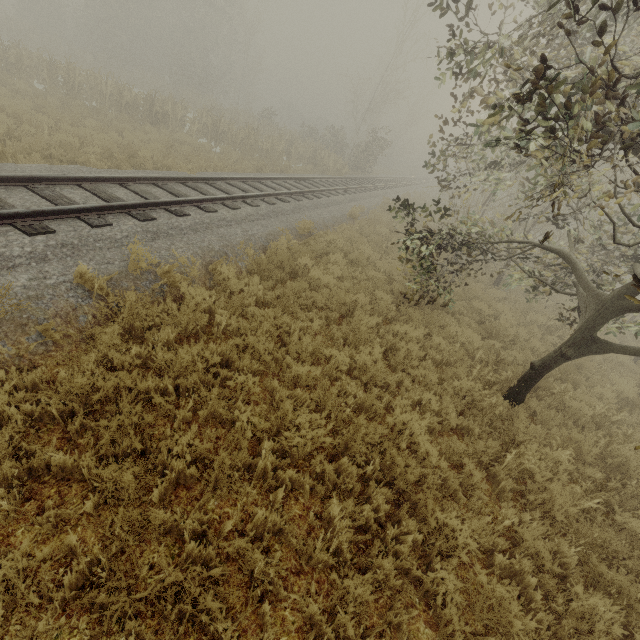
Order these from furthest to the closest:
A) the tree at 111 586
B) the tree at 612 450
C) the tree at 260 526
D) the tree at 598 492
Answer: the tree at 612 450 → the tree at 598 492 → the tree at 260 526 → the tree at 111 586

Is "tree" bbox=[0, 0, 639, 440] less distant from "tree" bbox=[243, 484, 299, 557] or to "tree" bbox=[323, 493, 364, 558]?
"tree" bbox=[323, 493, 364, 558]

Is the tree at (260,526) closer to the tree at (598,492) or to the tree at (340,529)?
the tree at (340,529)

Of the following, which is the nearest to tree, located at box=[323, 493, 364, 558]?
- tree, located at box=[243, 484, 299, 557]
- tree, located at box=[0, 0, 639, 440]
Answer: tree, located at box=[243, 484, 299, 557]

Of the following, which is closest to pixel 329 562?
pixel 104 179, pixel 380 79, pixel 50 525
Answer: pixel 50 525

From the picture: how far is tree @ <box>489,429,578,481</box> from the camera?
4.9 meters

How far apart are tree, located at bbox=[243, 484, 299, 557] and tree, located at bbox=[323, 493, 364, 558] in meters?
0.4 m

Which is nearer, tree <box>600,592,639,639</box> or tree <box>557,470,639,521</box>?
tree <box>600,592,639,639</box>
